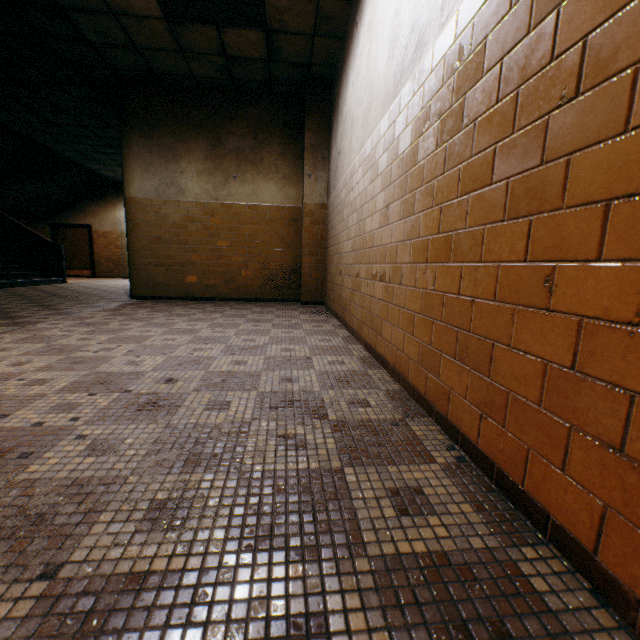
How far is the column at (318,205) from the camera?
5.90m

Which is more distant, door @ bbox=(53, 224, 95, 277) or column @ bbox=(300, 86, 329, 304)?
door @ bbox=(53, 224, 95, 277)

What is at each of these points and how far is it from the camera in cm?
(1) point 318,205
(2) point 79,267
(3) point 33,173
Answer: (1) column, 619
(2) door, 1384
(3) stairs, 1014

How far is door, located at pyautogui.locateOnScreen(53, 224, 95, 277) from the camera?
13.5m

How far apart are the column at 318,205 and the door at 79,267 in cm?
1183

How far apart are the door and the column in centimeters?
1183cm

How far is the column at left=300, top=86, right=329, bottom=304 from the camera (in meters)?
5.90

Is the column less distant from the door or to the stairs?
the stairs
